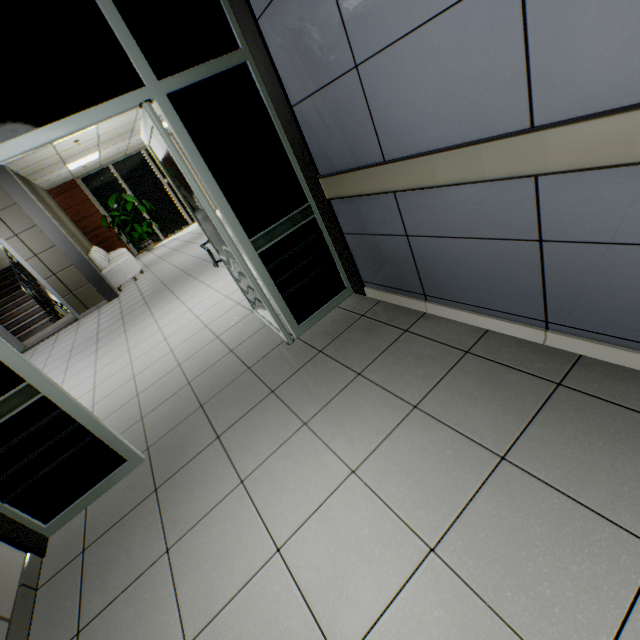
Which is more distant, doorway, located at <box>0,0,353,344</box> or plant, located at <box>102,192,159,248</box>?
plant, located at <box>102,192,159,248</box>

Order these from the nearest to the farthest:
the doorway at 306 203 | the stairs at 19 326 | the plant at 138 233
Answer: the doorway at 306 203 < the stairs at 19 326 < the plant at 138 233

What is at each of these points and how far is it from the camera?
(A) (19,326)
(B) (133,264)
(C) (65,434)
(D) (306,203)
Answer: (A) stairs, 8.66m
(B) sofa, 8.70m
(C) doorway, 2.14m
(D) doorway, 2.71m

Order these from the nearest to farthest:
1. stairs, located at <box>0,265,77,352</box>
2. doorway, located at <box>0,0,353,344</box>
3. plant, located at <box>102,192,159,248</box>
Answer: doorway, located at <box>0,0,353,344</box> < stairs, located at <box>0,265,77,352</box> < plant, located at <box>102,192,159,248</box>

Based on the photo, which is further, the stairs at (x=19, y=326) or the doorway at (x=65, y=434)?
the stairs at (x=19, y=326)

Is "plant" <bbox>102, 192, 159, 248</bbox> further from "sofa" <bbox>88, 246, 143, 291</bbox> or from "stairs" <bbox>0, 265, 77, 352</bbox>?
"stairs" <bbox>0, 265, 77, 352</bbox>

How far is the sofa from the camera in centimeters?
823cm

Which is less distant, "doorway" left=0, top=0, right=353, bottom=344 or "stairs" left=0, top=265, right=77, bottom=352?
"doorway" left=0, top=0, right=353, bottom=344
